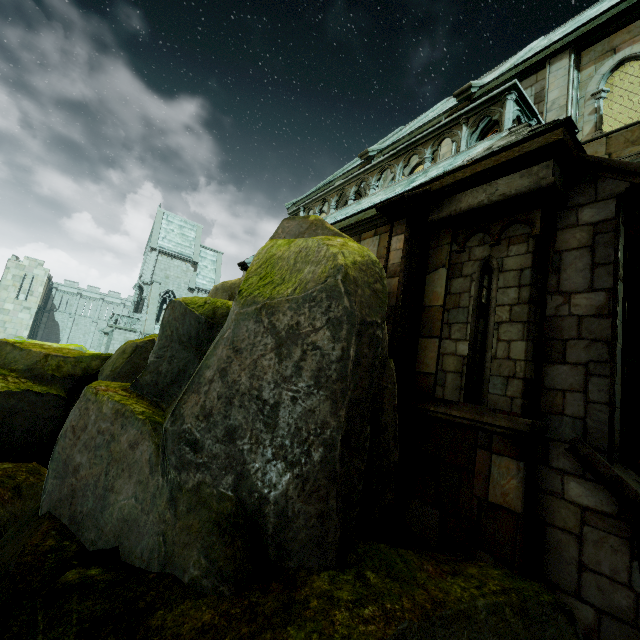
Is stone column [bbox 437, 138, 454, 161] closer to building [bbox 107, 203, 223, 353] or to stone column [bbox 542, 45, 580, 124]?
stone column [bbox 542, 45, 580, 124]

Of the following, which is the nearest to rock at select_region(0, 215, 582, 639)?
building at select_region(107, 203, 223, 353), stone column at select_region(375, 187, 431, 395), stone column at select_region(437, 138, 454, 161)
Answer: stone column at select_region(375, 187, 431, 395)

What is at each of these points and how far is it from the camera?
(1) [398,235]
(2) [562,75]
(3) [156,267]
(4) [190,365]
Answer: (1) stone column, 6.2 meters
(2) stone column, 8.2 meters
(3) building, 37.2 meters
(4) rock, 3.9 meters

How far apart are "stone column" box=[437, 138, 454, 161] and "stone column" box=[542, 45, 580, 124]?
2.42m

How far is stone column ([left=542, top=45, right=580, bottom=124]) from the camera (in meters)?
7.94

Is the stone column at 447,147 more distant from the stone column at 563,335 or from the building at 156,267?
the building at 156,267

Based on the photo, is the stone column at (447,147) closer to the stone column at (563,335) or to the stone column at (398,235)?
the stone column at (398,235)

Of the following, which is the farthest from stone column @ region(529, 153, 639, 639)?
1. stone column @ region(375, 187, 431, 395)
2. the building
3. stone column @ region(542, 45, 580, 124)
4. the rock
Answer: the building
